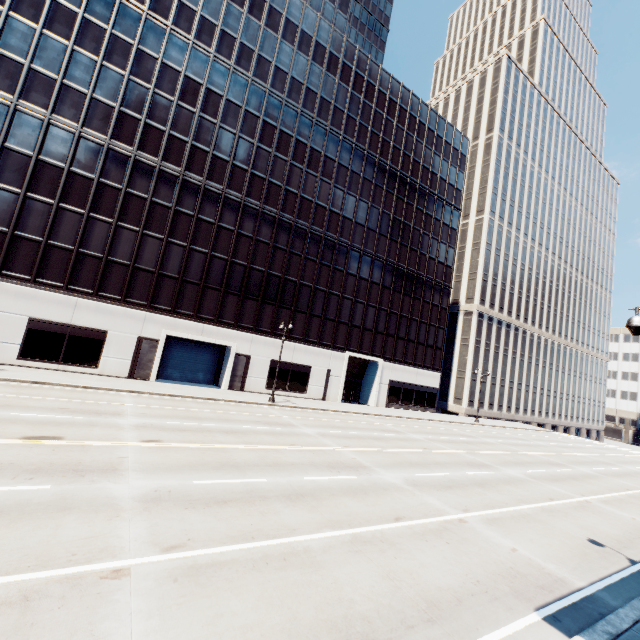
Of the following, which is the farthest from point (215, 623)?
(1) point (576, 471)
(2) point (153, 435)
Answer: (1) point (576, 471)

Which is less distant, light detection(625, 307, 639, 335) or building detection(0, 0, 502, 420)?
light detection(625, 307, 639, 335)

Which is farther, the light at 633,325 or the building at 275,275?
the building at 275,275
